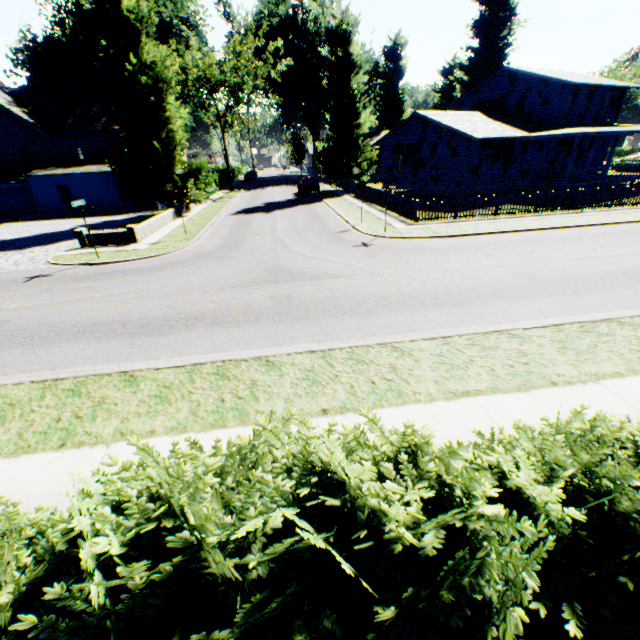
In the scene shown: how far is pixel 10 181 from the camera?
27.9m

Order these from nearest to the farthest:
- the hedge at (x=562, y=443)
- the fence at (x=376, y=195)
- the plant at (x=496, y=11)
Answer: the hedge at (x=562, y=443) < the fence at (x=376, y=195) < the plant at (x=496, y=11)

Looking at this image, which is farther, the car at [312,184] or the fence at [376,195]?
the car at [312,184]

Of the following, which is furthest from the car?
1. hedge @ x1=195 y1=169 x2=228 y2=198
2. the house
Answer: hedge @ x1=195 y1=169 x2=228 y2=198

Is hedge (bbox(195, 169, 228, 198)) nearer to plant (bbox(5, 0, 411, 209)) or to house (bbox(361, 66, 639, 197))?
plant (bbox(5, 0, 411, 209))

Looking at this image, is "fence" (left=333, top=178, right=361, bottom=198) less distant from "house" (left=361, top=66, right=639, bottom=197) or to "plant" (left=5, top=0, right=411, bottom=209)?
"plant" (left=5, top=0, right=411, bottom=209)

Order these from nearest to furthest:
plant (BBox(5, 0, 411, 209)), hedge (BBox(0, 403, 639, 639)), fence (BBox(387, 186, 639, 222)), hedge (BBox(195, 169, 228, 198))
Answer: hedge (BBox(0, 403, 639, 639)) < fence (BBox(387, 186, 639, 222)) < plant (BBox(5, 0, 411, 209)) < hedge (BBox(195, 169, 228, 198))

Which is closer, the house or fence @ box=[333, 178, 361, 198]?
the house
